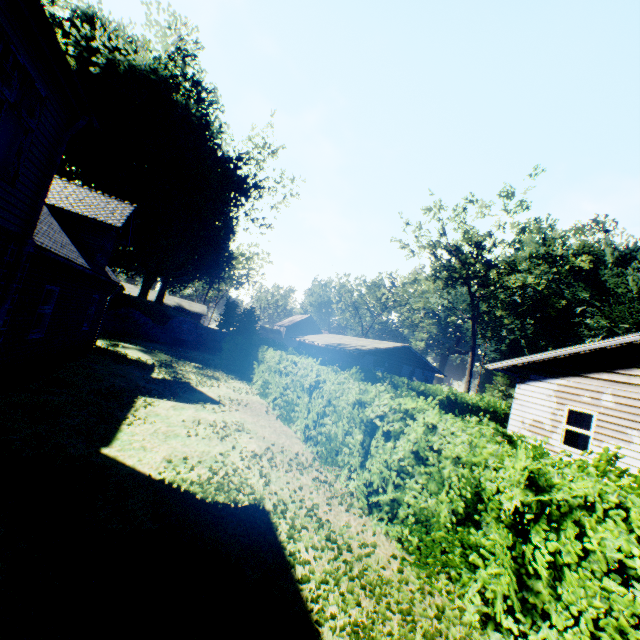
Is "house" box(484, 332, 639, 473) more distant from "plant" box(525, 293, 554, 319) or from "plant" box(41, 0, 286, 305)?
"plant" box(525, 293, 554, 319)

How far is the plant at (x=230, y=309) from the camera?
30.11m

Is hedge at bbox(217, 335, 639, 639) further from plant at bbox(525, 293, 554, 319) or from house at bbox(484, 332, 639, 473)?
plant at bbox(525, 293, 554, 319)

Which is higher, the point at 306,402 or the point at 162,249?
the point at 162,249

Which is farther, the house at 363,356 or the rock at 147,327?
the house at 363,356

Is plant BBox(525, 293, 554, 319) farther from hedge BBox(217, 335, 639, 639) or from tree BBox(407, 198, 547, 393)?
hedge BBox(217, 335, 639, 639)

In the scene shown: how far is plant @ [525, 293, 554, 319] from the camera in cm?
5666

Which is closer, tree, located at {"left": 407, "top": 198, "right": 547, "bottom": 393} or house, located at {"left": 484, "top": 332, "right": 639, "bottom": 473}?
house, located at {"left": 484, "top": 332, "right": 639, "bottom": 473}
